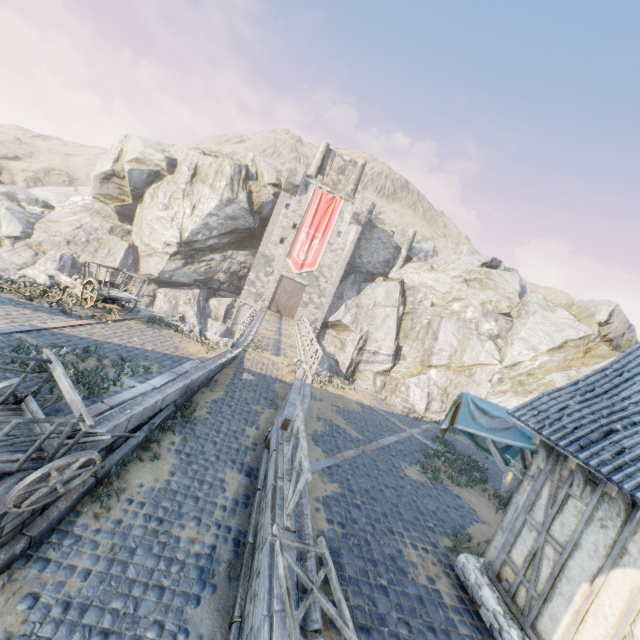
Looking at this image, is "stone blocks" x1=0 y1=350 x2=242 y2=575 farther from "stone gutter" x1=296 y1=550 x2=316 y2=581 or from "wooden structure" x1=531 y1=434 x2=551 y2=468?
"wooden structure" x1=531 y1=434 x2=551 y2=468

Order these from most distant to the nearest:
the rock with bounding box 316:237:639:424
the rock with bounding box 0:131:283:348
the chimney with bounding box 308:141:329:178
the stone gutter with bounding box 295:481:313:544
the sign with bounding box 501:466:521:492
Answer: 1. the chimney with bounding box 308:141:329:178
2. the rock with bounding box 0:131:283:348
3. the rock with bounding box 316:237:639:424
4. the sign with bounding box 501:466:521:492
5. the stone gutter with bounding box 295:481:313:544

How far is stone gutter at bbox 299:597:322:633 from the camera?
4.34m

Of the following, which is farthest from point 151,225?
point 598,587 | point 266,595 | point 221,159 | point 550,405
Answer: point 598,587

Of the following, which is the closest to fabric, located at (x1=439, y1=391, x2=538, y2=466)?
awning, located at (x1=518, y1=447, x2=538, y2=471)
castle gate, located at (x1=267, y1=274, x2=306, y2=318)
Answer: awning, located at (x1=518, y1=447, x2=538, y2=471)

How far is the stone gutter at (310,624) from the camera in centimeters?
434cm

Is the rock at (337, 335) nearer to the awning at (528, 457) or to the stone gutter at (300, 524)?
the stone gutter at (300, 524)

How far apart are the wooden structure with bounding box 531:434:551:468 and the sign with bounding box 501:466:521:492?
0.4m
